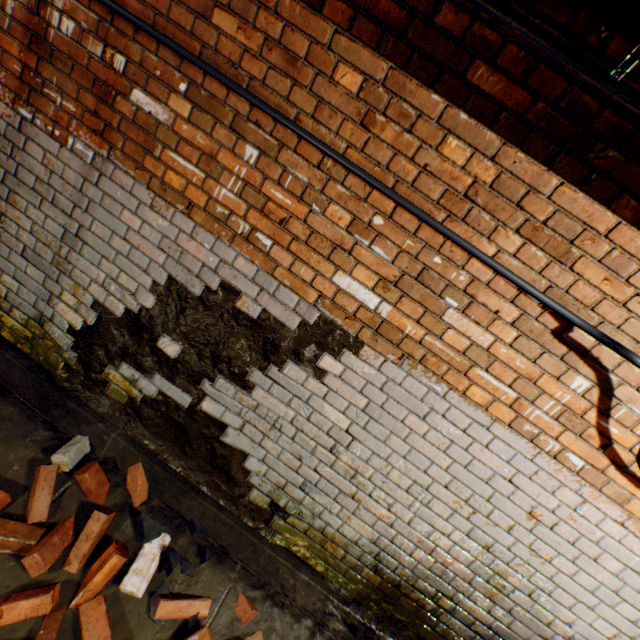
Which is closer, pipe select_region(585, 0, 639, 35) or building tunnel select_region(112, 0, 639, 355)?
pipe select_region(585, 0, 639, 35)

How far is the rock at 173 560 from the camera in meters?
2.0

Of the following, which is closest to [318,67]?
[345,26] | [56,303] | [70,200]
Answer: [345,26]

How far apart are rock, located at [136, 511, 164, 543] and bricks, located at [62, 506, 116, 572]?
0.0m

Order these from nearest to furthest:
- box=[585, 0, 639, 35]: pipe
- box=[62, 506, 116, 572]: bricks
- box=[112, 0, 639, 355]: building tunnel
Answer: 1. box=[585, 0, 639, 35]: pipe
2. box=[112, 0, 639, 355]: building tunnel
3. box=[62, 506, 116, 572]: bricks

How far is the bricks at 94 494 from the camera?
2.1m

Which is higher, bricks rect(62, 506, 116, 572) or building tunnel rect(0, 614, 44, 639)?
bricks rect(62, 506, 116, 572)

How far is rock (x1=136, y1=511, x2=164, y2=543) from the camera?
2.04m
